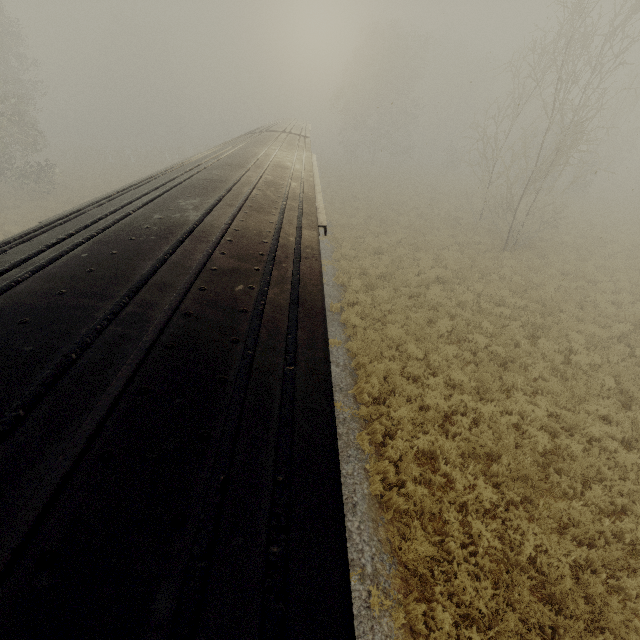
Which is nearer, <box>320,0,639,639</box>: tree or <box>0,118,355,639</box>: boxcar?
<box>0,118,355,639</box>: boxcar

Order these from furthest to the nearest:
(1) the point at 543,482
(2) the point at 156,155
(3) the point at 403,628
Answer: (2) the point at 156,155, (1) the point at 543,482, (3) the point at 403,628

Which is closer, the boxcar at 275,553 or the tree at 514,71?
the boxcar at 275,553
